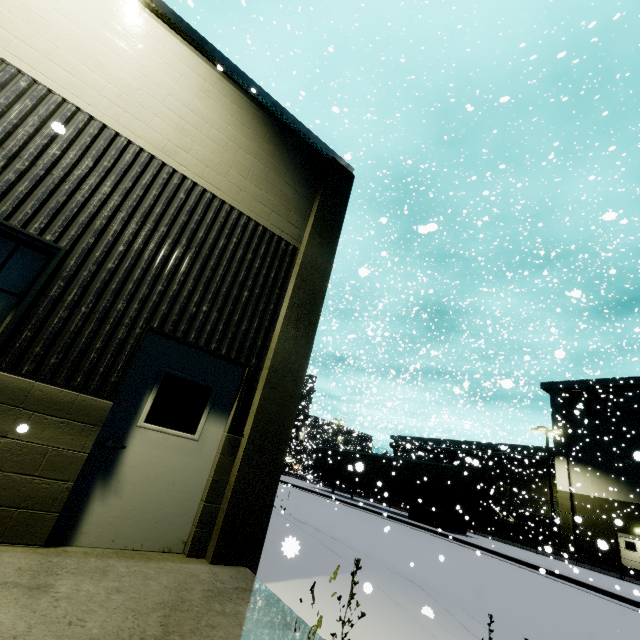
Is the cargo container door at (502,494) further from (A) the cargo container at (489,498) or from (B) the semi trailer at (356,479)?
(B) the semi trailer at (356,479)

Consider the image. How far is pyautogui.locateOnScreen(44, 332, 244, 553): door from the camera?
3.67m

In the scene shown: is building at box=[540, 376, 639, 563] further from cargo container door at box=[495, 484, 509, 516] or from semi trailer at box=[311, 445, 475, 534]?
cargo container door at box=[495, 484, 509, 516]

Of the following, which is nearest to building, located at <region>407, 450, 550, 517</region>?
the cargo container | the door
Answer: the door

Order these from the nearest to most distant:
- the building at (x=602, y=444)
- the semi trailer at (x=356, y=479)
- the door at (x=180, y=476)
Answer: the door at (x=180, y=476) → the semi trailer at (x=356, y=479) → the building at (x=602, y=444)

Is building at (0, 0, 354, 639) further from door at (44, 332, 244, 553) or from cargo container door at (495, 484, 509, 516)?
cargo container door at (495, 484, 509, 516)

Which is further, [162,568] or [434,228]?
[434,228]

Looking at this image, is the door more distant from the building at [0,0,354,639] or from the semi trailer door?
the semi trailer door
